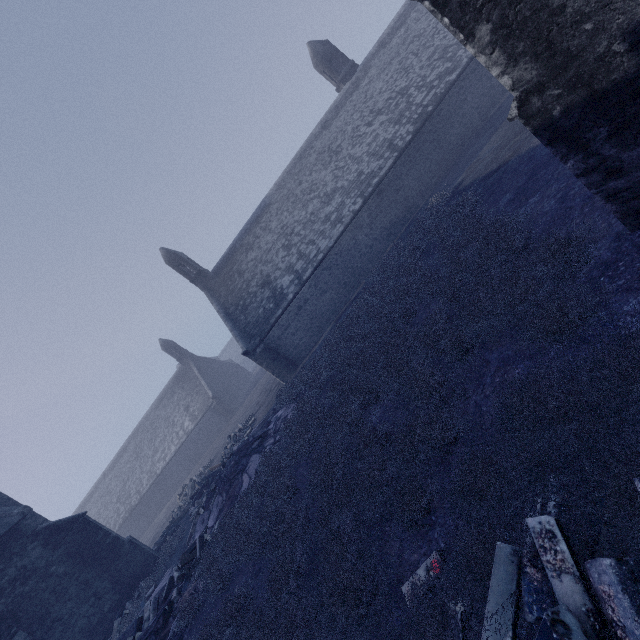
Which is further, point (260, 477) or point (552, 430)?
point (260, 477)
